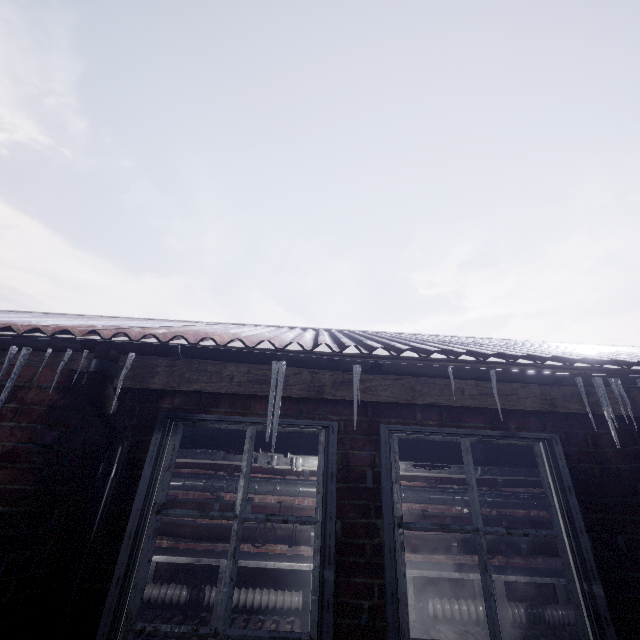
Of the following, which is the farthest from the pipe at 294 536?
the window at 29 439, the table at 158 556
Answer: the window at 29 439

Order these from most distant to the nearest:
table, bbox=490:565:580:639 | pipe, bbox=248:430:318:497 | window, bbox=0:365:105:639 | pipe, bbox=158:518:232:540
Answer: pipe, bbox=158:518:232:540
table, bbox=490:565:580:639
pipe, bbox=248:430:318:497
window, bbox=0:365:105:639

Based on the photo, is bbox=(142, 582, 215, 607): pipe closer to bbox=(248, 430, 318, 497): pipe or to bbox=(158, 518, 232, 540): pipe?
bbox=(158, 518, 232, 540): pipe

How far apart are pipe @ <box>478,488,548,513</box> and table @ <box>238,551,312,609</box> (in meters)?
0.10

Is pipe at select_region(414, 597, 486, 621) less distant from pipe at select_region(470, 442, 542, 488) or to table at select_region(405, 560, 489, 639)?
table at select_region(405, 560, 489, 639)

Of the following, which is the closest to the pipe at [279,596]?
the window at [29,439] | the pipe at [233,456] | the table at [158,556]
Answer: the table at [158,556]

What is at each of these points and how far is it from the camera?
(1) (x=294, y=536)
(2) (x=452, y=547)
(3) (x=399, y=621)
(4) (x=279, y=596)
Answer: (1) pipe, 3.97m
(2) pipe, 3.99m
(3) window, 1.30m
(4) pipe, 3.69m
